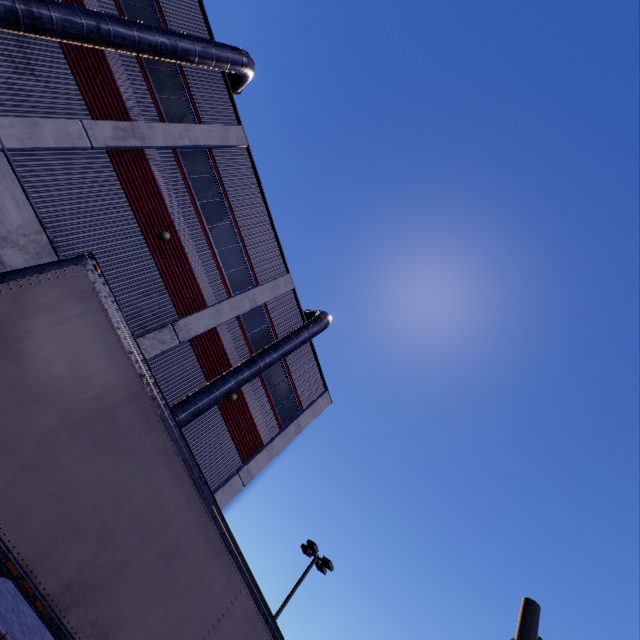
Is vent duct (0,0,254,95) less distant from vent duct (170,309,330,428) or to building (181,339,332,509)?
building (181,339,332,509)

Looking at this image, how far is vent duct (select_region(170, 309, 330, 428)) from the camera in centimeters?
1248cm

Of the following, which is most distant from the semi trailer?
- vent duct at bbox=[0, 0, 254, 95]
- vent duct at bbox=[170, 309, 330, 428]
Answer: vent duct at bbox=[0, 0, 254, 95]

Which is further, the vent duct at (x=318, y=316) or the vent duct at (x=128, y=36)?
the vent duct at (x=318, y=316)

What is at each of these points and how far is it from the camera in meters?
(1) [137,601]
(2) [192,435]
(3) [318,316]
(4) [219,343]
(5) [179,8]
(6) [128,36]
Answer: (1) semi trailer, 5.7
(2) building, 14.4
(3) vent duct, 18.6
(4) building, 15.5
(5) building, 14.6
(6) vent duct, 11.3

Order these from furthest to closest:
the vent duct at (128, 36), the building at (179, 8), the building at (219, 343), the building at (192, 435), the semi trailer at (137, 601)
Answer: the building at (192, 435) → the building at (179, 8) → the building at (219, 343) → the vent duct at (128, 36) → the semi trailer at (137, 601)

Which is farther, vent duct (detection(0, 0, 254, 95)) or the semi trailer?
vent duct (detection(0, 0, 254, 95))

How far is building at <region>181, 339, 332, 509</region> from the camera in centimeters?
1495cm
